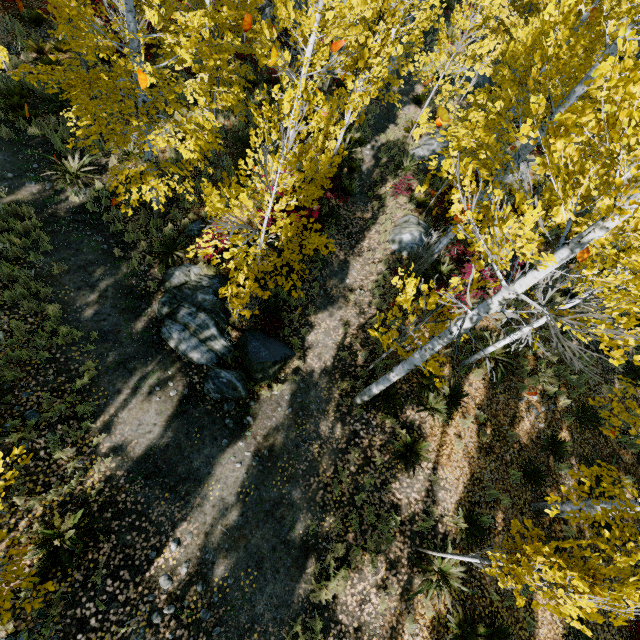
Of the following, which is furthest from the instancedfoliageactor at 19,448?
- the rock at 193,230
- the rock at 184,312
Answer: the rock at 184,312

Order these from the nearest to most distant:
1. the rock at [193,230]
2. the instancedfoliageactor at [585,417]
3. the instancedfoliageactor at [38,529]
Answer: the instancedfoliageactor at [38,529], the instancedfoliageactor at [585,417], the rock at [193,230]

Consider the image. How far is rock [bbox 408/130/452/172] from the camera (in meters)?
14.33

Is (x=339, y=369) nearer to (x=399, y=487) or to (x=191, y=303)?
(x=399, y=487)

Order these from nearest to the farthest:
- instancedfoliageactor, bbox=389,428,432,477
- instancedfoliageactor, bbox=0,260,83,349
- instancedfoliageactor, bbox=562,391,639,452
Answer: instancedfoliageactor, bbox=562,391,639,452, instancedfoliageactor, bbox=0,260,83,349, instancedfoliageactor, bbox=389,428,432,477

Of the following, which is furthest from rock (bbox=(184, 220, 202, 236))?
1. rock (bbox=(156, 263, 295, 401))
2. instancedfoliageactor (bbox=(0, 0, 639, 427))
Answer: rock (bbox=(156, 263, 295, 401))

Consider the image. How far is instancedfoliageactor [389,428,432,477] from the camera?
7.7m
